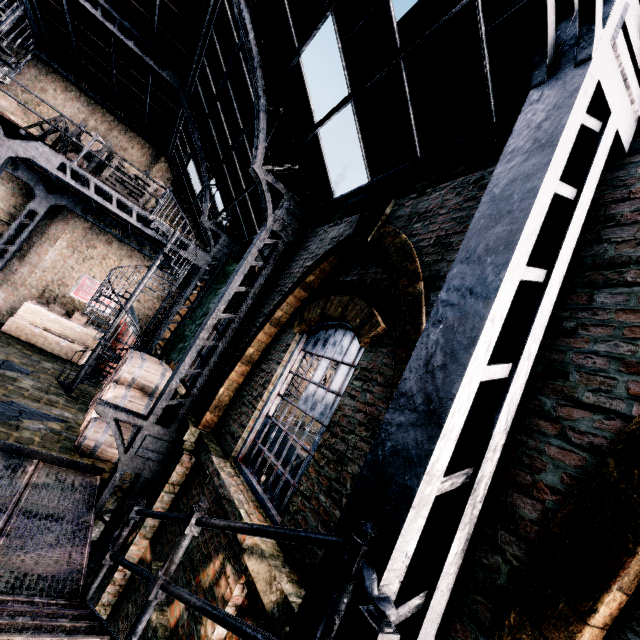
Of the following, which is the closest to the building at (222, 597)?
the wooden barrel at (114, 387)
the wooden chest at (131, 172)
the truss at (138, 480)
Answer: the truss at (138, 480)

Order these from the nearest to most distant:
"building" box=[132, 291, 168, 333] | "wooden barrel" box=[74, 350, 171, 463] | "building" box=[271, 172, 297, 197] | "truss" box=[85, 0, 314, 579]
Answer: "truss" box=[85, 0, 314, 579]
"wooden barrel" box=[74, 350, 171, 463]
"building" box=[271, 172, 297, 197]
"building" box=[132, 291, 168, 333]

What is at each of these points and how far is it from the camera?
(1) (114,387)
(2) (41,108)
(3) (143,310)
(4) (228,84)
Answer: (1) wooden barrel, 8.2 meters
(2) building, 14.6 meters
(3) building, 17.5 meters
(4) building, 9.2 meters

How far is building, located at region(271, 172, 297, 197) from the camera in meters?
8.2

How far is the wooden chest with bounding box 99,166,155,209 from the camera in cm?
1102

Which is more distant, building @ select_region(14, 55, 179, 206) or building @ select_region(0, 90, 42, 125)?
building @ select_region(14, 55, 179, 206)

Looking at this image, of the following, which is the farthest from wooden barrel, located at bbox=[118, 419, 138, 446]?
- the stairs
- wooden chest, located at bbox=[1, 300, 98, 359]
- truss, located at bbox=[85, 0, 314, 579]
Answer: wooden chest, located at bbox=[1, 300, 98, 359]

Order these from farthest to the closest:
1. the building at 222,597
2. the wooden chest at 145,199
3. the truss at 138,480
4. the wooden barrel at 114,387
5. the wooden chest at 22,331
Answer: the wooden chest at 22,331, the wooden chest at 145,199, the wooden barrel at 114,387, the truss at 138,480, the building at 222,597
